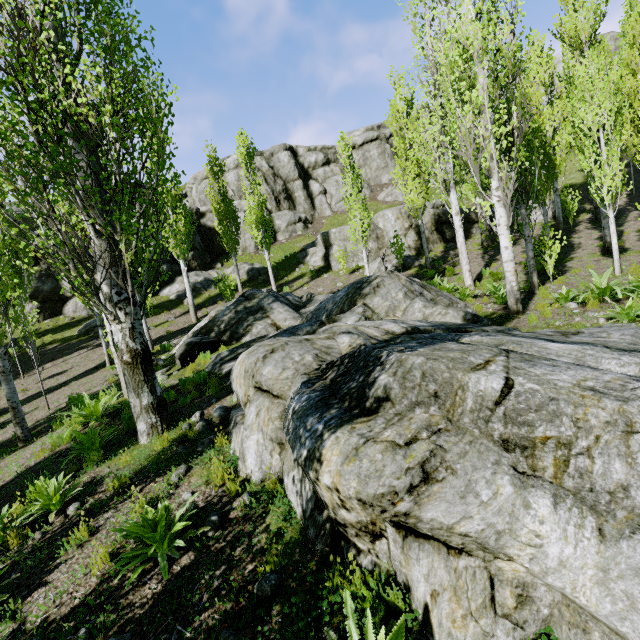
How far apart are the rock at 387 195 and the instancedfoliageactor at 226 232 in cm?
1660

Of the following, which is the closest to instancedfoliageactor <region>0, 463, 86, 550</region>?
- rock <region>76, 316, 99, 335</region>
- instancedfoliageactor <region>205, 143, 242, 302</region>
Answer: rock <region>76, 316, 99, 335</region>

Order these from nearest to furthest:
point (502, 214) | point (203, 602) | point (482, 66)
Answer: point (203, 602) → point (482, 66) → point (502, 214)

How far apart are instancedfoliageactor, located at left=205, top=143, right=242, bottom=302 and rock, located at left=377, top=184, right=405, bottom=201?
16.6 meters

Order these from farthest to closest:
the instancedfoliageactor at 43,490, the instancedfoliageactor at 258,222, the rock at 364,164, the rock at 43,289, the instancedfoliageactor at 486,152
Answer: the rock at 364,164
the rock at 43,289
the instancedfoliageactor at 258,222
the instancedfoliageactor at 486,152
the instancedfoliageactor at 43,490

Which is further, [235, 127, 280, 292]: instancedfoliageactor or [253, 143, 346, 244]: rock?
[253, 143, 346, 244]: rock

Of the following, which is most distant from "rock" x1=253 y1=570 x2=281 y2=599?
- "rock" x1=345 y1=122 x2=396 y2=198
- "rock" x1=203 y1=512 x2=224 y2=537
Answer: "rock" x1=345 y1=122 x2=396 y2=198

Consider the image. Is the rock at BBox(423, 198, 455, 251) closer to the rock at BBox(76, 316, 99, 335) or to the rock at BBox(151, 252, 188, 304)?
the rock at BBox(151, 252, 188, 304)
